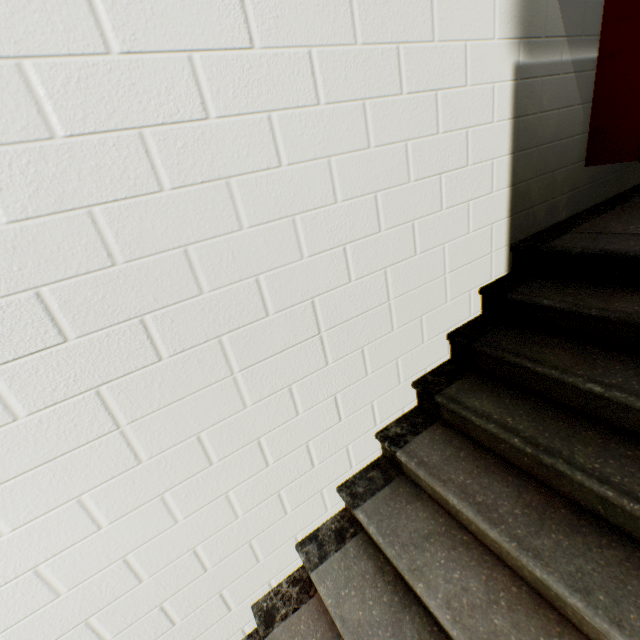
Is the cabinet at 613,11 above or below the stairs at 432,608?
above

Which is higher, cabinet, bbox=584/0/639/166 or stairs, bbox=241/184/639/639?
cabinet, bbox=584/0/639/166

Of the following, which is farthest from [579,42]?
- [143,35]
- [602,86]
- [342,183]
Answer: [143,35]

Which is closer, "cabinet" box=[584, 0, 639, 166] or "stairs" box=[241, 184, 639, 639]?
"stairs" box=[241, 184, 639, 639]

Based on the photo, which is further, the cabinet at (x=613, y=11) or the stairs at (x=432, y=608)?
the cabinet at (x=613, y=11)
